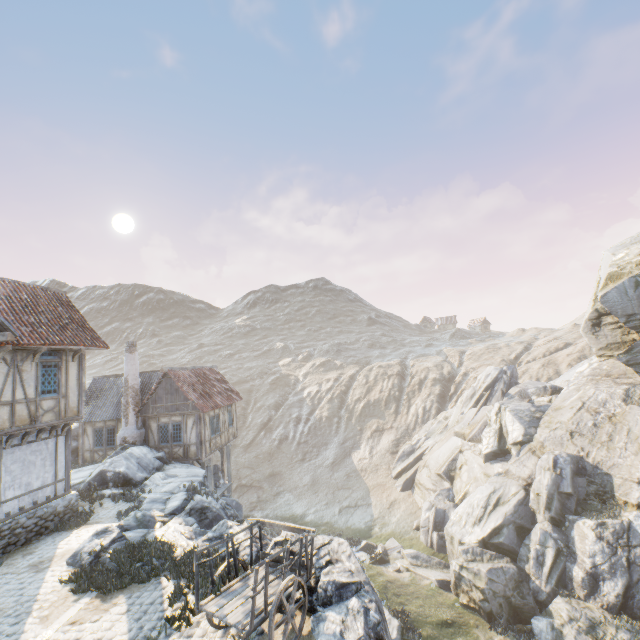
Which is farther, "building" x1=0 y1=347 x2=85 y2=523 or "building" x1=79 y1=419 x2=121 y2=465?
"building" x1=79 y1=419 x2=121 y2=465

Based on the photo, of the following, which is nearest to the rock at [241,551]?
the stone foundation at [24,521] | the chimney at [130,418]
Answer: the chimney at [130,418]

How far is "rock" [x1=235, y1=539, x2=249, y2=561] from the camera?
9.0m

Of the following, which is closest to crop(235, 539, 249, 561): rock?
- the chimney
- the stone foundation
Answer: the chimney

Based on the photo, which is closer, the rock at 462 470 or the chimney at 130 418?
the rock at 462 470

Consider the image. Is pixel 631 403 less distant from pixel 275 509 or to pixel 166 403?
pixel 166 403

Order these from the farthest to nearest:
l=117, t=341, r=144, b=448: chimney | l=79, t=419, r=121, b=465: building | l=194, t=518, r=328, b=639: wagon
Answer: l=79, t=419, r=121, b=465: building < l=117, t=341, r=144, b=448: chimney < l=194, t=518, r=328, b=639: wagon

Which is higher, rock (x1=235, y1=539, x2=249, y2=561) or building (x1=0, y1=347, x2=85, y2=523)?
building (x1=0, y1=347, x2=85, y2=523)
